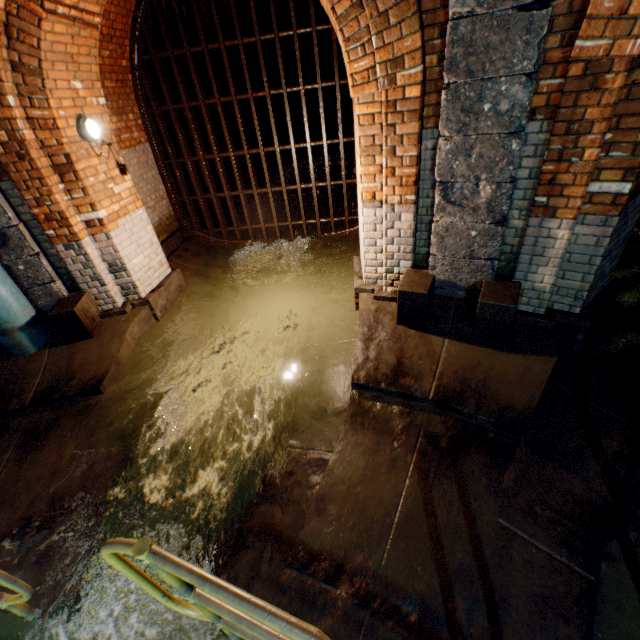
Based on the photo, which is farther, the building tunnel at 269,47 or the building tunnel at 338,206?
the building tunnel at 269,47

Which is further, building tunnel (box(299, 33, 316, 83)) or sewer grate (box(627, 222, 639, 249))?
building tunnel (box(299, 33, 316, 83))

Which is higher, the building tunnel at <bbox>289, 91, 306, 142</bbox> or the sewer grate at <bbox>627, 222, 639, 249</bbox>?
the building tunnel at <bbox>289, 91, 306, 142</bbox>

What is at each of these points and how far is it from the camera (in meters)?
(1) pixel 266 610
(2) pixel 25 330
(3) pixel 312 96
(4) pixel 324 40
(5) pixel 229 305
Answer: (1) railing, 1.04
(2) pipe, 4.02
(3) building tunnel, 15.11
(4) building tunnel, 13.38
(5) building tunnel, 5.44

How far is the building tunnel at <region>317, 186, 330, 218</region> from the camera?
8.8m

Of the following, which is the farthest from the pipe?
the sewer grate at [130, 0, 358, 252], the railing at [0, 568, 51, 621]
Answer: the sewer grate at [130, 0, 358, 252]

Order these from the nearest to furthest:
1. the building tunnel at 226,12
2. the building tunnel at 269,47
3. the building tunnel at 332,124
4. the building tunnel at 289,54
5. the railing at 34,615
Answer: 1. the railing at 34,615
2. the building tunnel at 226,12
3. the building tunnel at 269,47
4. the building tunnel at 289,54
5. the building tunnel at 332,124

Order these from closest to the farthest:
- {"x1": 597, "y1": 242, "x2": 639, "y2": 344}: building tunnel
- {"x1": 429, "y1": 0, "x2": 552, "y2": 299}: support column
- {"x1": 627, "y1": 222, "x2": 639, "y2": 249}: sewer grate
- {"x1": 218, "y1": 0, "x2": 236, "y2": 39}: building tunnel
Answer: {"x1": 429, "y1": 0, "x2": 552, "y2": 299}: support column → {"x1": 597, "y1": 242, "x2": 639, "y2": 344}: building tunnel → {"x1": 627, "y1": 222, "x2": 639, "y2": 249}: sewer grate → {"x1": 218, "y1": 0, "x2": 236, "y2": 39}: building tunnel
